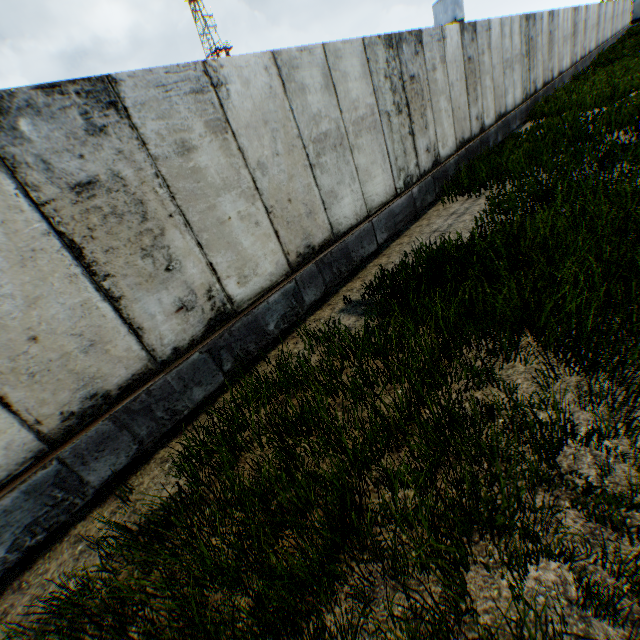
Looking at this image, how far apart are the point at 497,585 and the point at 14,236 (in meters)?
4.60
